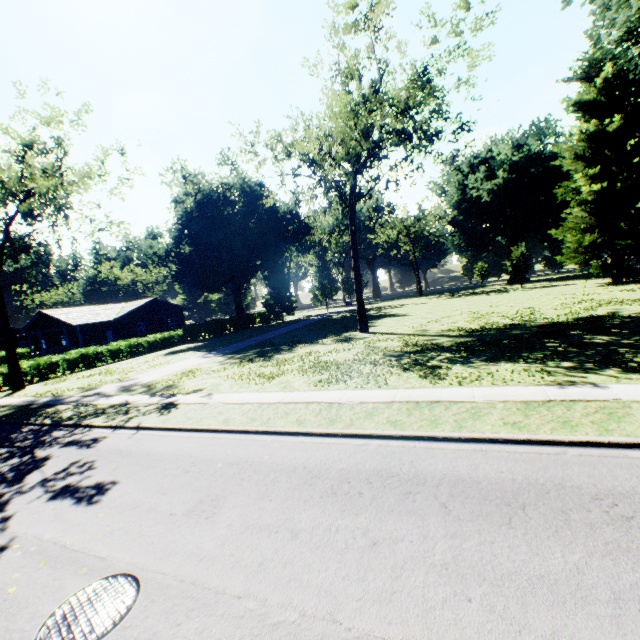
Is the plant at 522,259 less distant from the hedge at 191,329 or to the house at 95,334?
the house at 95,334

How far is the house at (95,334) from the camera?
37.0m

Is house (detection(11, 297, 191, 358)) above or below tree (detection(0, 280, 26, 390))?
above

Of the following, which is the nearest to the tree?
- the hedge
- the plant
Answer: the hedge

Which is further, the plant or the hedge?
the plant

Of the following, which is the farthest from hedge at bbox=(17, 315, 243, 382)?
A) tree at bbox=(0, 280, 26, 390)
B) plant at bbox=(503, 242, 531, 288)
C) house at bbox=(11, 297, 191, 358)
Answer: plant at bbox=(503, 242, 531, 288)

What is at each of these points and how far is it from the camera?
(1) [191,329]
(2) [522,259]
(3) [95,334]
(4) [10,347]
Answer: (1) hedge, 43.12m
(2) plant, 46.78m
(3) house, 42.22m
(4) tree, 23.97m

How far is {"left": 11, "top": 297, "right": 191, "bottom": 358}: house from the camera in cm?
3700
